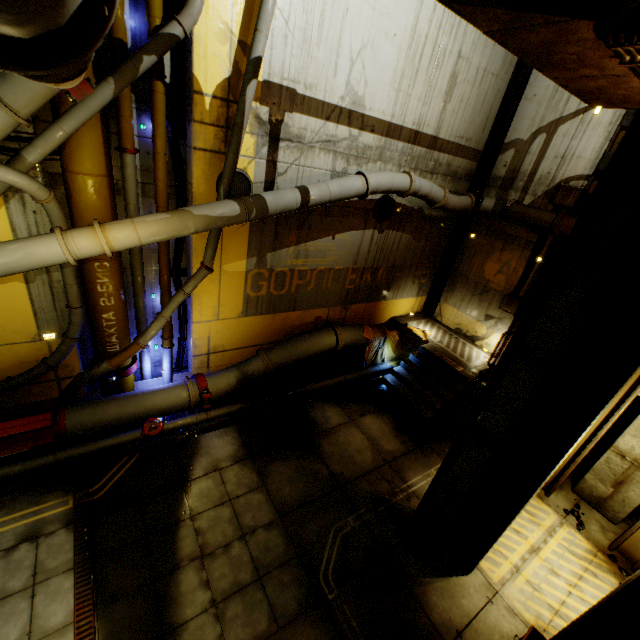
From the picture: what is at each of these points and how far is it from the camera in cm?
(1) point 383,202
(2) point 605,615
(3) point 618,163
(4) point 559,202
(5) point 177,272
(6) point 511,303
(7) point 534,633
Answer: (1) cable, 957
(2) beam, 429
(3) beam, 341
(4) cable, 923
(5) cable, 772
(6) cable, 1064
(7) trolley, 436

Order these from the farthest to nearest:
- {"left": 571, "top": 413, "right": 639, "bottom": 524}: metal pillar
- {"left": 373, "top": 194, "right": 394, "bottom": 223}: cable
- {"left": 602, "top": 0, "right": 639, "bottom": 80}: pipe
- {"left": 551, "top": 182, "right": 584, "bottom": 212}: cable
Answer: {"left": 373, "top": 194, "right": 394, "bottom": 223}: cable
{"left": 551, "top": 182, "right": 584, "bottom": 212}: cable
{"left": 571, "top": 413, "right": 639, "bottom": 524}: metal pillar
{"left": 602, "top": 0, "right": 639, "bottom": 80}: pipe

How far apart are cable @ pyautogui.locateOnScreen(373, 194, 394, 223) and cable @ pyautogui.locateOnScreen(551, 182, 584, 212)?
4.5 meters

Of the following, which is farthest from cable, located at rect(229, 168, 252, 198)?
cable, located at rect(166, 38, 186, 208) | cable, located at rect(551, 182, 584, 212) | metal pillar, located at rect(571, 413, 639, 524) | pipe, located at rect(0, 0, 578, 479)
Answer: metal pillar, located at rect(571, 413, 639, 524)

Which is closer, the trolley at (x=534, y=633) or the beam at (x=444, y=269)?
the trolley at (x=534, y=633)

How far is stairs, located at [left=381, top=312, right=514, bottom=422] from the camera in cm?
972

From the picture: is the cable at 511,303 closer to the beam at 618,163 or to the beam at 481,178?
the beam at 481,178

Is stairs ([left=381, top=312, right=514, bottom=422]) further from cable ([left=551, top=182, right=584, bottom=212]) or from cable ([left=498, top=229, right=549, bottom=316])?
cable ([left=551, top=182, right=584, bottom=212])
